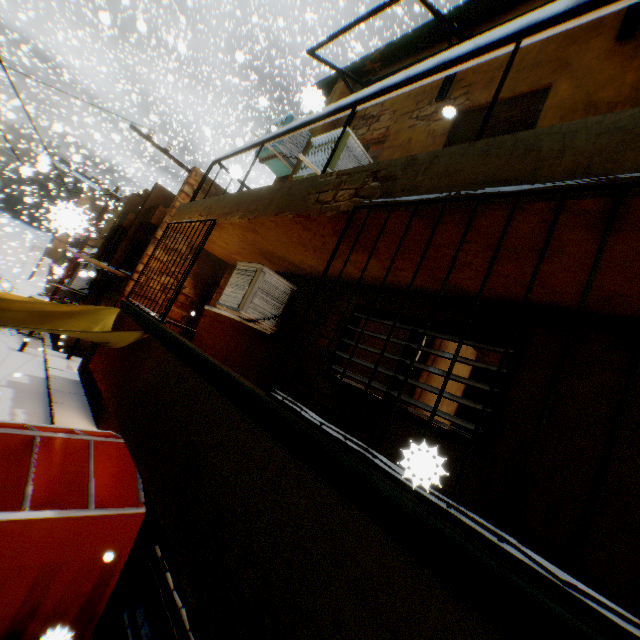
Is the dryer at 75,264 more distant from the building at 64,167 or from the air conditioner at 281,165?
the air conditioner at 281,165

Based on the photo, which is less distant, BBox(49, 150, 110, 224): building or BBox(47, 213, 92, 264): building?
BBox(47, 213, 92, 264): building

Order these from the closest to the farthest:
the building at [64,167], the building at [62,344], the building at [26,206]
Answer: the building at [62,344] → the building at [26,206] → the building at [64,167]

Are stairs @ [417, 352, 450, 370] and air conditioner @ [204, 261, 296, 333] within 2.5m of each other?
yes

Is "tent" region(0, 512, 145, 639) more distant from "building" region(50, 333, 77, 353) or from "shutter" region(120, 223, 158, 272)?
"shutter" region(120, 223, 158, 272)

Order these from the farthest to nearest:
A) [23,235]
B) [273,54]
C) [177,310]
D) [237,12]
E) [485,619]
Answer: [23,235] < [273,54] < [237,12] < [177,310] < [485,619]

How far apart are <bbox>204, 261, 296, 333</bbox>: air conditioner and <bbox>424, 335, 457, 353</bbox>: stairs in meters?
1.7
